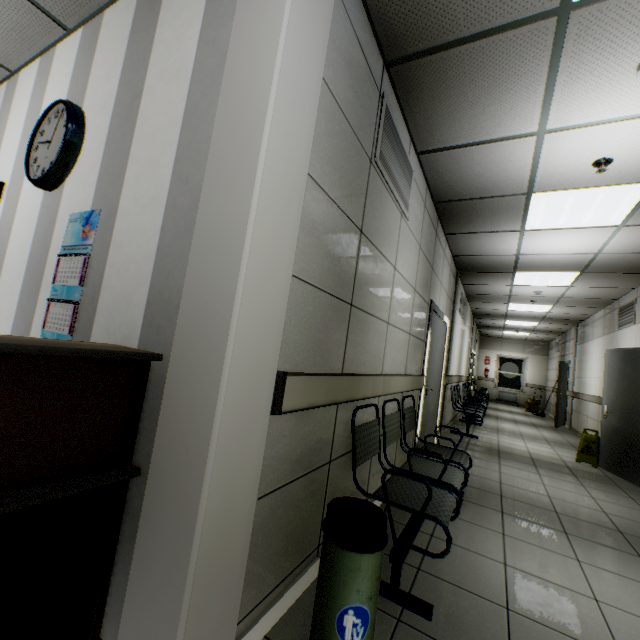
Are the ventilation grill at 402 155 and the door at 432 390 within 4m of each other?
yes

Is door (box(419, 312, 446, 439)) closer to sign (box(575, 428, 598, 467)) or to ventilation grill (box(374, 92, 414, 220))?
ventilation grill (box(374, 92, 414, 220))

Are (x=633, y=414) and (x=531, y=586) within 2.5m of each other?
no

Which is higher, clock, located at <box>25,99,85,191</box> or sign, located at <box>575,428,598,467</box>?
clock, located at <box>25,99,85,191</box>

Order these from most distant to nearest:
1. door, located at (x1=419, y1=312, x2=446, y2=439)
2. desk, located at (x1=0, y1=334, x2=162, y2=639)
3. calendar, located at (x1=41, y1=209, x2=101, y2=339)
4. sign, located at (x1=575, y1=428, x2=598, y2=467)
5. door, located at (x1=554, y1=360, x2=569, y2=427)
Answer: door, located at (x1=554, y1=360, x2=569, y2=427), sign, located at (x1=575, y1=428, x2=598, y2=467), door, located at (x1=419, y1=312, x2=446, y2=439), calendar, located at (x1=41, y1=209, x2=101, y2=339), desk, located at (x1=0, y1=334, x2=162, y2=639)

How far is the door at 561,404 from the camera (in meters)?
9.75

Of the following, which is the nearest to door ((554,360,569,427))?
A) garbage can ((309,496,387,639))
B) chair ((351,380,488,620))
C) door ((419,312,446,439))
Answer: door ((419,312,446,439))

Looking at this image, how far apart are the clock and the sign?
7.91m
